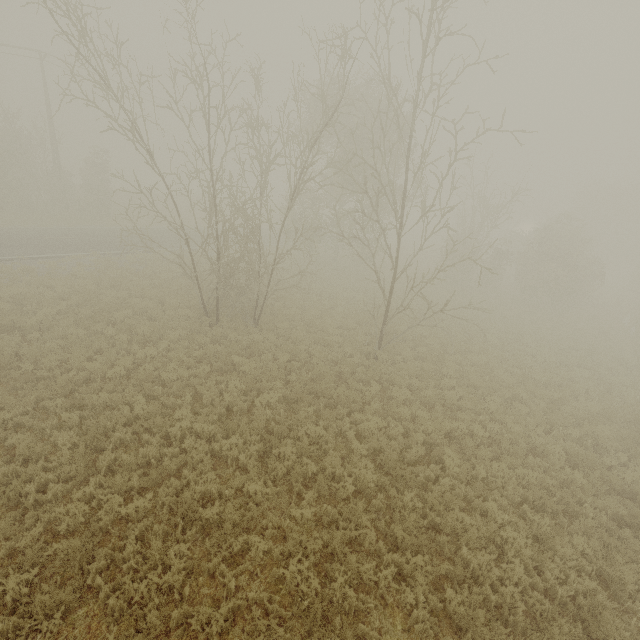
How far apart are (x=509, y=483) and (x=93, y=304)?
17.6 meters
